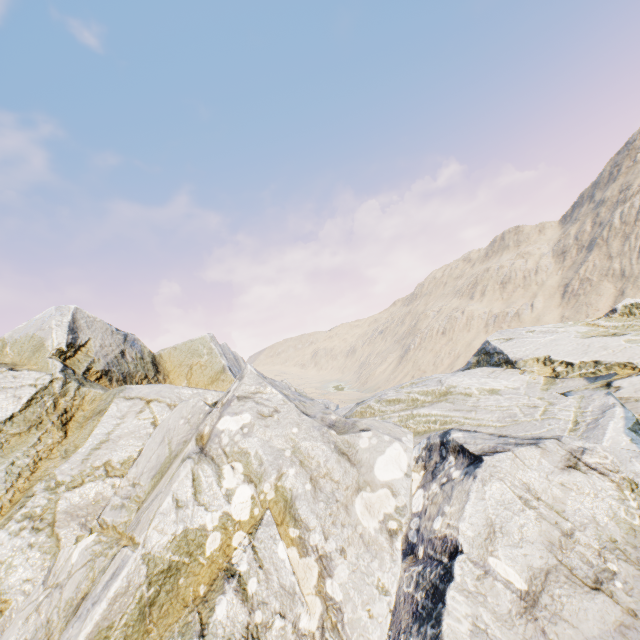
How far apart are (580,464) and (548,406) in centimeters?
603cm
